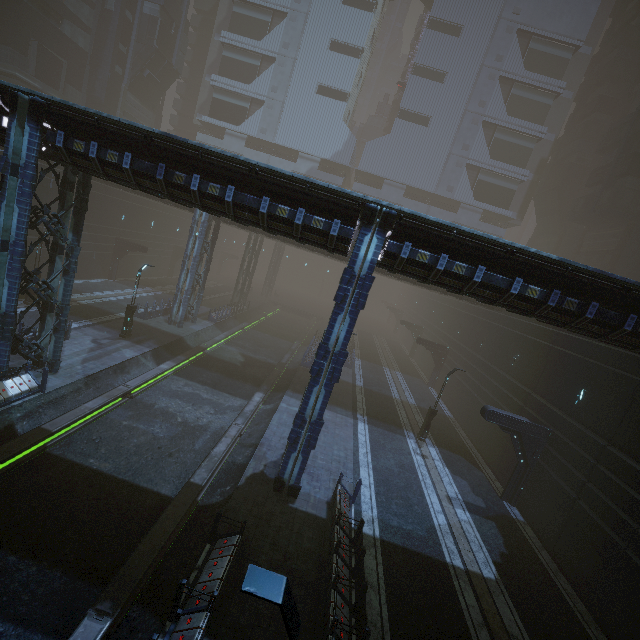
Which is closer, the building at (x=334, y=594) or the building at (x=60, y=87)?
the building at (x=334, y=594)

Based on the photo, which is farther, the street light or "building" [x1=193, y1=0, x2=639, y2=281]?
"building" [x1=193, y1=0, x2=639, y2=281]

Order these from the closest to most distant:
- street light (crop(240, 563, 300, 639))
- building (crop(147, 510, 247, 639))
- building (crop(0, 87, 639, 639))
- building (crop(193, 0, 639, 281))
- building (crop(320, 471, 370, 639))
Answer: street light (crop(240, 563, 300, 639))
building (crop(147, 510, 247, 639))
building (crop(320, 471, 370, 639))
building (crop(0, 87, 639, 639))
building (crop(193, 0, 639, 281))

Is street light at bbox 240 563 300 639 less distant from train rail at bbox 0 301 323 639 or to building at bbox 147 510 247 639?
building at bbox 147 510 247 639

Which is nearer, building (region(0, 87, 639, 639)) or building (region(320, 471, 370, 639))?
building (region(320, 471, 370, 639))

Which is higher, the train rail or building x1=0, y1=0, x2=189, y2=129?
building x1=0, y1=0, x2=189, y2=129

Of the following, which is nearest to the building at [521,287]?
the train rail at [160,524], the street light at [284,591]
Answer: the train rail at [160,524]

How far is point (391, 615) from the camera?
10.0 meters
